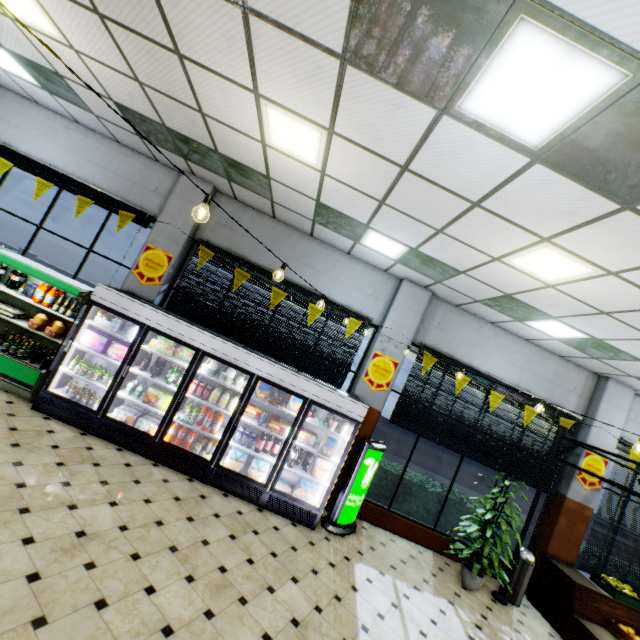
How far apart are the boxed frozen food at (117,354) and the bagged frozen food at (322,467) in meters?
4.2 m

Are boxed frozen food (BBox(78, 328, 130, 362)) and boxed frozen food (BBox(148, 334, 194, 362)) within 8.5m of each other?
yes

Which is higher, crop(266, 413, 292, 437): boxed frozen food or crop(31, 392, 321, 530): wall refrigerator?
crop(266, 413, 292, 437): boxed frozen food

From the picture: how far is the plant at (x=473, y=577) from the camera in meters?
5.7 m

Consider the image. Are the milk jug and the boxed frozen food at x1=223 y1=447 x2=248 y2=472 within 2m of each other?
yes

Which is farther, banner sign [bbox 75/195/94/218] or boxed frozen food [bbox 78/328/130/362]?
banner sign [bbox 75/195/94/218]

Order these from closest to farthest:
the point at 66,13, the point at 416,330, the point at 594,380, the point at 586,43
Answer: the point at 586,43 → the point at 66,13 → the point at 416,330 → the point at 594,380

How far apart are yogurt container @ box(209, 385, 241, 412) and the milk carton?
0.1m
